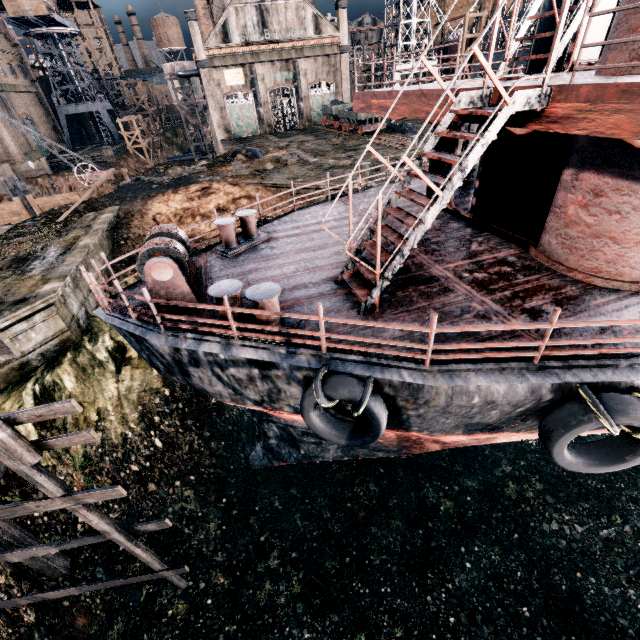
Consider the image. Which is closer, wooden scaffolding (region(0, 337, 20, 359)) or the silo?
wooden scaffolding (region(0, 337, 20, 359))

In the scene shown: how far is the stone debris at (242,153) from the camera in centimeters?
2653cm

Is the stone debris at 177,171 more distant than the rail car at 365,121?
No

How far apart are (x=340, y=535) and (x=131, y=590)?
7.2 meters

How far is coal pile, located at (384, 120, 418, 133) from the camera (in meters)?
33.92

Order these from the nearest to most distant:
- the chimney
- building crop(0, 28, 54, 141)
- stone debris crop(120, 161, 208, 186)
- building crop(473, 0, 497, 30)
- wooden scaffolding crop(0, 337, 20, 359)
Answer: wooden scaffolding crop(0, 337, 20, 359) → stone debris crop(120, 161, 208, 186) → building crop(0, 28, 54, 141) → building crop(473, 0, 497, 30) → the chimney

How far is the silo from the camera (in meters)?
46.31

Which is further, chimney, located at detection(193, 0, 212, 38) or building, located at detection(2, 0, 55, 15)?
chimney, located at detection(193, 0, 212, 38)
